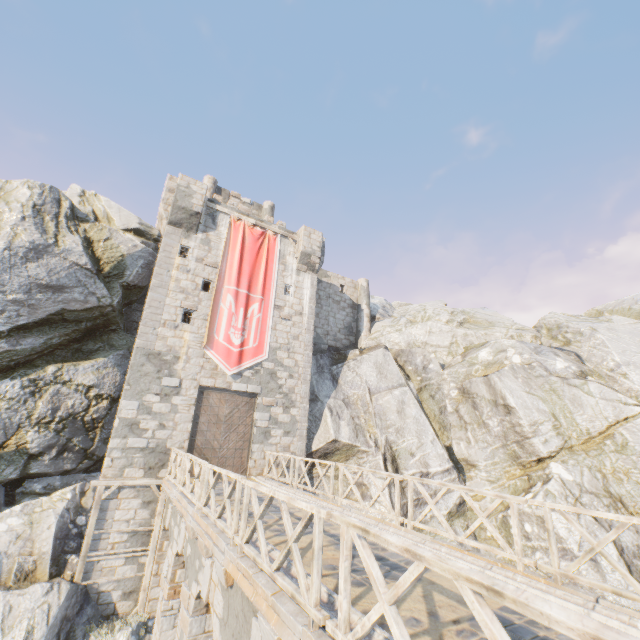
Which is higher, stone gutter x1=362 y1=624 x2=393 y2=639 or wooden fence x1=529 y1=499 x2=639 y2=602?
wooden fence x1=529 y1=499 x2=639 y2=602

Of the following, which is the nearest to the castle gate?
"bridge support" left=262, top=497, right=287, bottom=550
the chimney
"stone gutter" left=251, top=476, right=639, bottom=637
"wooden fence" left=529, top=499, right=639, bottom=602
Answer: "stone gutter" left=251, top=476, right=639, bottom=637

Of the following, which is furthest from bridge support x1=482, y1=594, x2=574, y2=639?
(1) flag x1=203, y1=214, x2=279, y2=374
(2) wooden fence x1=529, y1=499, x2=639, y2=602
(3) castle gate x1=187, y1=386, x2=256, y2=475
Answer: (1) flag x1=203, y1=214, x2=279, y2=374

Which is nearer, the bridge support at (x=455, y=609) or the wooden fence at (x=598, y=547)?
the bridge support at (x=455, y=609)

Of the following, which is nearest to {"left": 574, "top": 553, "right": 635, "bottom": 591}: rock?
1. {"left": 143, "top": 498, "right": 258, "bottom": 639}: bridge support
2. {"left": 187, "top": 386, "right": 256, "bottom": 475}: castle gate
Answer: {"left": 143, "top": 498, "right": 258, "bottom": 639}: bridge support

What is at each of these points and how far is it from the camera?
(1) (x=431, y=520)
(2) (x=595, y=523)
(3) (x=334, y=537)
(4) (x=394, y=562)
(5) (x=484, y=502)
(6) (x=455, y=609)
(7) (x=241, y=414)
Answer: (1) rock, 16.14m
(2) rock, 13.69m
(3) bridge support, 7.04m
(4) bridge support, 5.82m
(5) rock, 16.53m
(6) bridge support, 4.30m
(7) castle gate, 16.06m

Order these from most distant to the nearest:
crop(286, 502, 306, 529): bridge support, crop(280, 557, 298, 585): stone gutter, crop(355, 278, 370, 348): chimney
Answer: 1. crop(355, 278, 370, 348): chimney
2. crop(286, 502, 306, 529): bridge support
3. crop(280, 557, 298, 585): stone gutter

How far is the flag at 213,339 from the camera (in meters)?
16.12
